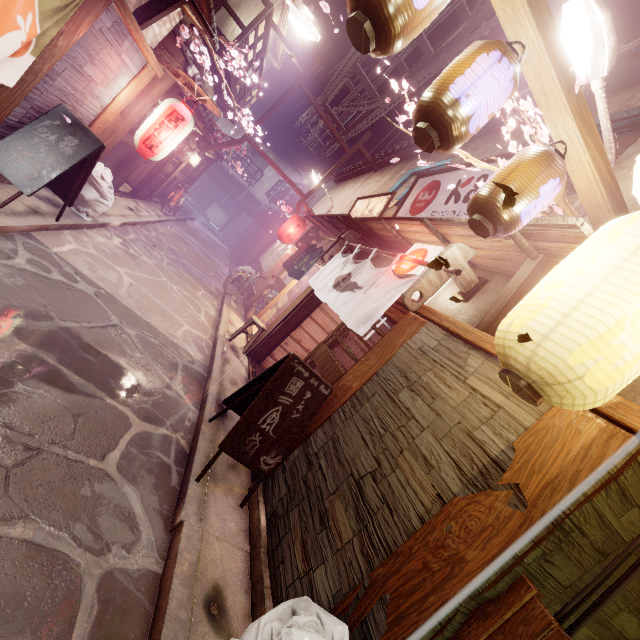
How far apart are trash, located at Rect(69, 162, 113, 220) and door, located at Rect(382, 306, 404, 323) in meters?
8.7

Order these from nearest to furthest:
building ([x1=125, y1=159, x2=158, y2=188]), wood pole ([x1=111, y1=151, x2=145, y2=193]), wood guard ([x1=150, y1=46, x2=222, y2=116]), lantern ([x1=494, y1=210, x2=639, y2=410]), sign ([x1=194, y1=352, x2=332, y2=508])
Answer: lantern ([x1=494, y1=210, x2=639, y2=410])
sign ([x1=194, y1=352, x2=332, y2=508])
wood guard ([x1=150, y1=46, x2=222, y2=116])
wood pole ([x1=111, y1=151, x2=145, y2=193])
building ([x1=125, y1=159, x2=158, y2=188])

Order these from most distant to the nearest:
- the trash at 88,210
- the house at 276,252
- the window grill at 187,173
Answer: the house at 276,252 < the window grill at 187,173 < the trash at 88,210

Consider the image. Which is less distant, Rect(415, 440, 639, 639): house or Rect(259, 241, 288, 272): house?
Rect(415, 440, 639, 639): house

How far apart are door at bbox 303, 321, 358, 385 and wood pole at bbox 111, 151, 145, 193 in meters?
13.1

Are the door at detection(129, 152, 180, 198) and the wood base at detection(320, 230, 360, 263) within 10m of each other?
no

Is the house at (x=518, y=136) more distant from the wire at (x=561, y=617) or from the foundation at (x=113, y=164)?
the foundation at (x=113, y=164)

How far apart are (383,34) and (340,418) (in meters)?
5.93
